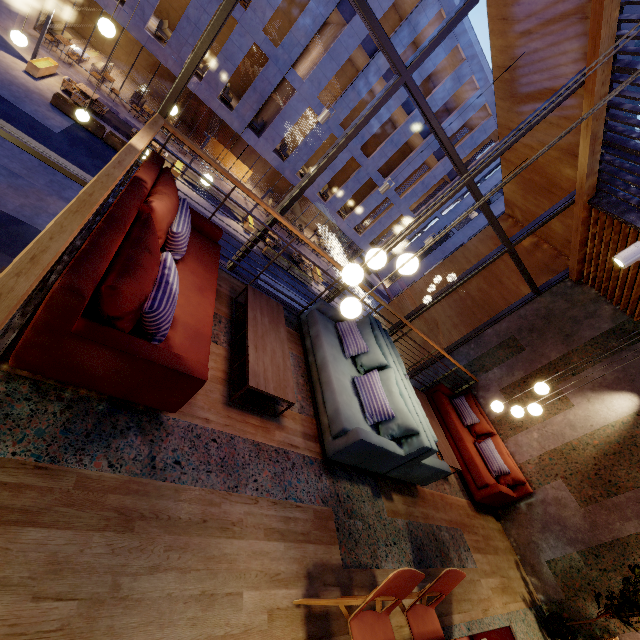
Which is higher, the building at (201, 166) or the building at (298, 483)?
the building at (298, 483)

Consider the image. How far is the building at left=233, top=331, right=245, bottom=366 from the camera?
3.6 meters

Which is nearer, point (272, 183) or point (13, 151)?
point (13, 151)

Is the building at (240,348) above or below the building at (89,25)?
above

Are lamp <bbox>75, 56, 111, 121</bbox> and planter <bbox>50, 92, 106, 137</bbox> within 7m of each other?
no

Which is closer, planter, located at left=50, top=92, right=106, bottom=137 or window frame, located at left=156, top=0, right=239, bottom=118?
window frame, located at left=156, top=0, right=239, bottom=118

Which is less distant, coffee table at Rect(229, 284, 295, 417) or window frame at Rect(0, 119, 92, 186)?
coffee table at Rect(229, 284, 295, 417)

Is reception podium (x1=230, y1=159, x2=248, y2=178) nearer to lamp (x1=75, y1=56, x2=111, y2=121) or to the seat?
lamp (x1=75, y1=56, x2=111, y2=121)
